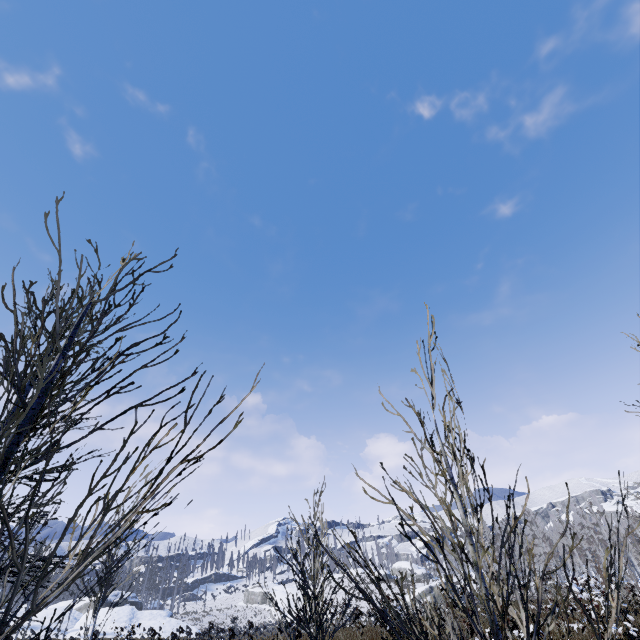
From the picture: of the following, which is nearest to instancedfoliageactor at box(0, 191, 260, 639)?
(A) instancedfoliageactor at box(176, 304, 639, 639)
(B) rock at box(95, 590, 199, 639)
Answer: (A) instancedfoliageactor at box(176, 304, 639, 639)

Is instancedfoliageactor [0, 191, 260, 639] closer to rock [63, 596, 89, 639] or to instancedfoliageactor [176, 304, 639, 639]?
instancedfoliageactor [176, 304, 639, 639]

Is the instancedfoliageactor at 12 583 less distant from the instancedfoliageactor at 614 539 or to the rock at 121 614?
the instancedfoliageactor at 614 539

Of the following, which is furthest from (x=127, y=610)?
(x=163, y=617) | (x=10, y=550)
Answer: (x=10, y=550)

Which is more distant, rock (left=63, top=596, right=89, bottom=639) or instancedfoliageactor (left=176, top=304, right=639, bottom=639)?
rock (left=63, top=596, right=89, bottom=639)
